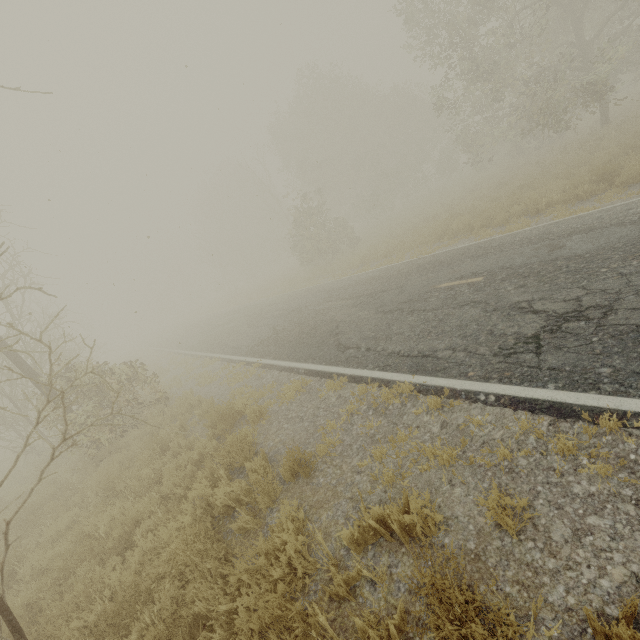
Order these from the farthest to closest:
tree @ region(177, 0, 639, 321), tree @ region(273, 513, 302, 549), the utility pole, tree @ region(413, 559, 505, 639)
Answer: tree @ region(177, 0, 639, 321)
the utility pole
tree @ region(273, 513, 302, 549)
tree @ region(413, 559, 505, 639)

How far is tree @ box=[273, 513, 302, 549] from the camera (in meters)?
3.35

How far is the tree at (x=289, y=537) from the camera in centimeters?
335cm

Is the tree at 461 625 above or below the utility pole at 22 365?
below

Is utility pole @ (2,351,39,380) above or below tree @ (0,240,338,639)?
above

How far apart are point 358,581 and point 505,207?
13.7 meters
